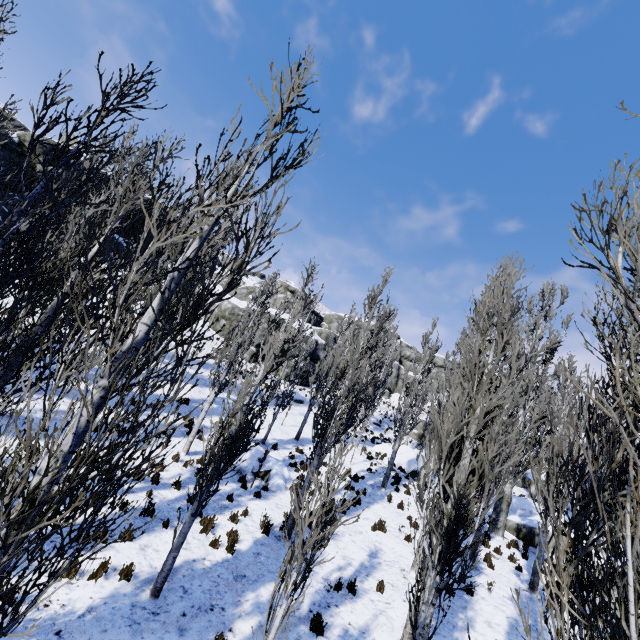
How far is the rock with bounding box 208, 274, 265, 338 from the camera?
→ 30.98m

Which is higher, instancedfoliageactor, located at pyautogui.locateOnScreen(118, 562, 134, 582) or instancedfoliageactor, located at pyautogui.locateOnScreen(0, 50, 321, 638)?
instancedfoliageactor, located at pyautogui.locateOnScreen(0, 50, 321, 638)

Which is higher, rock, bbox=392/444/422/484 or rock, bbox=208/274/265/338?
rock, bbox=208/274/265/338

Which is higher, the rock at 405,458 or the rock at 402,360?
the rock at 402,360

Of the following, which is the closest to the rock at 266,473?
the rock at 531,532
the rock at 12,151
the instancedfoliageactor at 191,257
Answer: the instancedfoliageactor at 191,257

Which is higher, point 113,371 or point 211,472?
point 113,371

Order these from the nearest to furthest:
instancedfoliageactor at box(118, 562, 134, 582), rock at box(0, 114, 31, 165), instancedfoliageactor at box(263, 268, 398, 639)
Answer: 1. instancedfoliageactor at box(263, 268, 398, 639)
2. instancedfoliageactor at box(118, 562, 134, 582)
3. rock at box(0, 114, 31, 165)

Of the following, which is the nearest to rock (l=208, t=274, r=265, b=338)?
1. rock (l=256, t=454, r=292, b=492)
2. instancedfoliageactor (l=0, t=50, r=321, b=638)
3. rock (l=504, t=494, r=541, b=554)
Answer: instancedfoliageactor (l=0, t=50, r=321, b=638)
